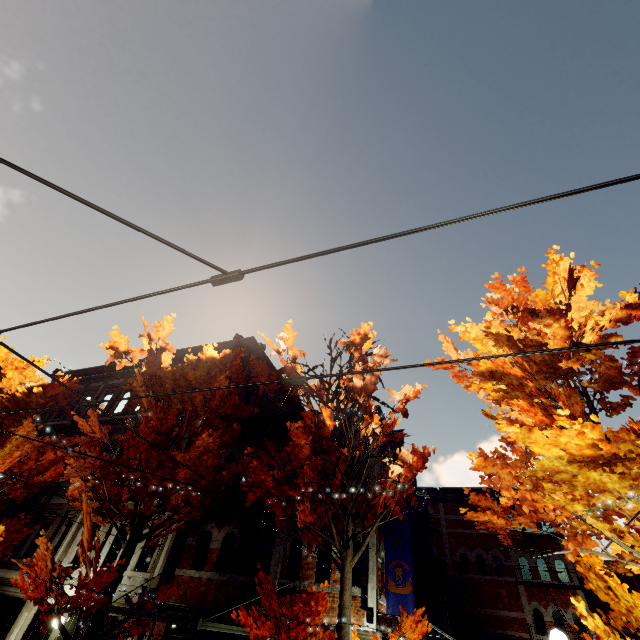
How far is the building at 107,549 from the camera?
11.8m

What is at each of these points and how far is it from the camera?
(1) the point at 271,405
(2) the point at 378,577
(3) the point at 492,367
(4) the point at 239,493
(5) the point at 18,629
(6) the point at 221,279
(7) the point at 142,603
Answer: (1) building, 18.88m
(2) building, 9.71m
(3) tree, 7.02m
(4) building, 12.16m
(5) building, 11.02m
(6) tram line, 2.31m
(7) tree, 8.66m

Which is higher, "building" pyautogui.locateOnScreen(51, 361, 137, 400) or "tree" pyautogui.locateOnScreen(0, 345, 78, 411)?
"building" pyautogui.locateOnScreen(51, 361, 137, 400)

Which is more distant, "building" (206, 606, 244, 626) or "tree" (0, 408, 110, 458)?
"building" (206, 606, 244, 626)

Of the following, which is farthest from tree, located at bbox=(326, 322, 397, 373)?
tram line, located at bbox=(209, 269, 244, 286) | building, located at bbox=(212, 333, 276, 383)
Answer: tram line, located at bbox=(209, 269, 244, 286)

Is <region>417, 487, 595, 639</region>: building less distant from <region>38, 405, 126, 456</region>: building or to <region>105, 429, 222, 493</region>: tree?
<region>105, 429, 222, 493</region>: tree

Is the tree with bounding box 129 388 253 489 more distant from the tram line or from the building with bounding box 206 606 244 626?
the tram line

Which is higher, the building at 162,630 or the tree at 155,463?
the tree at 155,463
